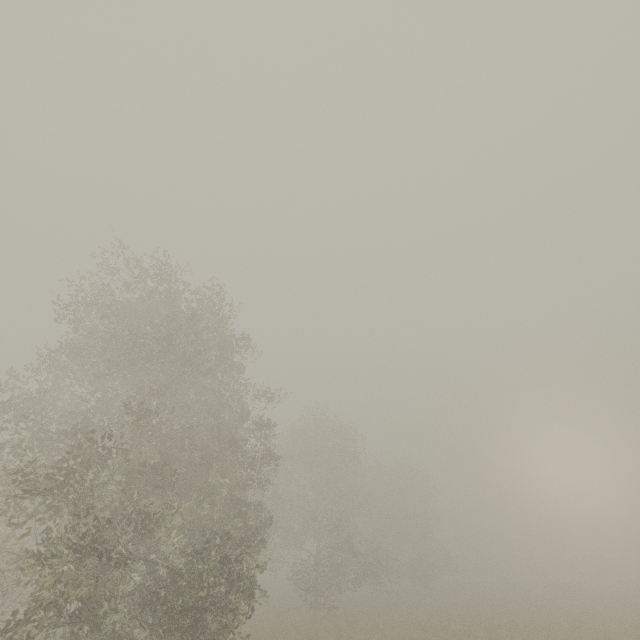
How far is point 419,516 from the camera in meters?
43.9 m
